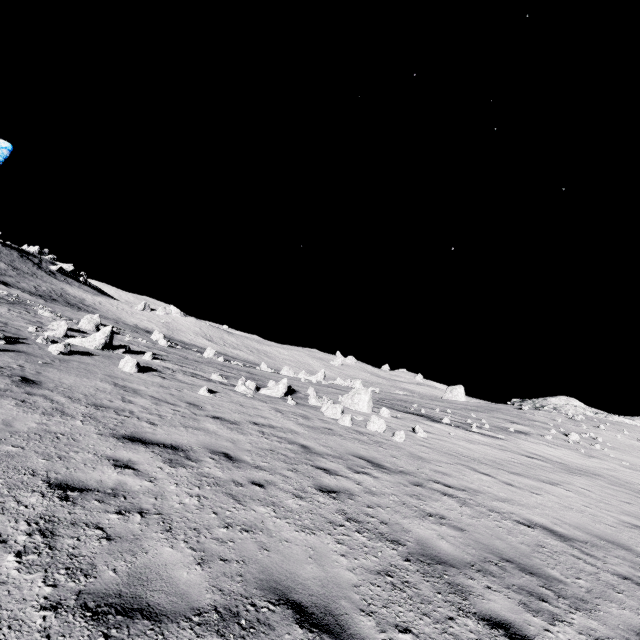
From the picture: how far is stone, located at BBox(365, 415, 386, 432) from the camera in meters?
12.6 m

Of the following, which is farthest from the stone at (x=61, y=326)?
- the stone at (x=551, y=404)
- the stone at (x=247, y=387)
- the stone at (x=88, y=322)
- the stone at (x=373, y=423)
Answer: the stone at (x=551, y=404)

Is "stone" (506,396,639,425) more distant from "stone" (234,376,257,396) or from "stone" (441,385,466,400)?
"stone" (234,376,257,396)

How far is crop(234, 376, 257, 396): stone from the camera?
14.3m

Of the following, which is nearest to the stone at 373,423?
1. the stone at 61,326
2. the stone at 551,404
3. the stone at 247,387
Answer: the stone at 247,387

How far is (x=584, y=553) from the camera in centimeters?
640cm

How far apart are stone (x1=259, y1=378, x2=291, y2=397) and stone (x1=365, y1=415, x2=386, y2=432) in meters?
4.3 m
